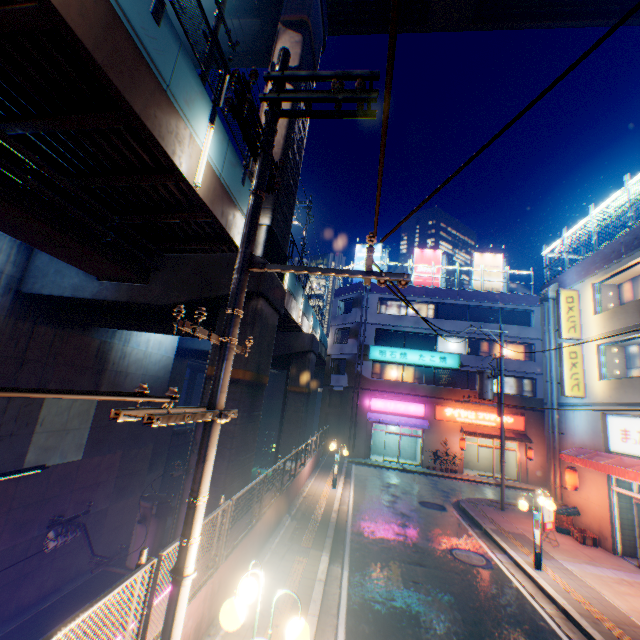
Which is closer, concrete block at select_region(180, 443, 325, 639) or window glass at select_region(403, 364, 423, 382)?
concrete block at select_region(180, 443, 325, 639)

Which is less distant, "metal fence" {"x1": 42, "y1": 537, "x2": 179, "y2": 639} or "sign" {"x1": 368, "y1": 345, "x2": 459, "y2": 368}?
"metal fence" {"x1": 42, "y1": 537, "x2": 179, "y2": 639}

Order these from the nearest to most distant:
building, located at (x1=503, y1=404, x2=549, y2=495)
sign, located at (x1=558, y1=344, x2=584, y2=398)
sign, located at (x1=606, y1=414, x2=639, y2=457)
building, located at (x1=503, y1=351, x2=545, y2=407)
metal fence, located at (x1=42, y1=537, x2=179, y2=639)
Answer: metal fence, located at (x1=42, y1=537, x2=179, y2=639)
sign, located at (x1=606, y1=414, x2=639, y2=457)
sign, located at (x1=558, y1=344, x2=584, y2=398)
building, located at (x1=503, y1=404, x2=549, y2=495)
building, located at (x1=503, y1=351, x2=545, y2=407)

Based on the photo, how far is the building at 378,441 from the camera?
29.95m

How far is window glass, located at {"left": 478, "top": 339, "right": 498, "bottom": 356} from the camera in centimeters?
2850cm

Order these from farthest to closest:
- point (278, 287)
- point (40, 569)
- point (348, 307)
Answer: point (348, 307)
point (40, 569)
point (278, 287)

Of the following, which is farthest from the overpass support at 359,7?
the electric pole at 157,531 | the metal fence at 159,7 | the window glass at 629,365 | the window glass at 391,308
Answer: the window glass at 629,365

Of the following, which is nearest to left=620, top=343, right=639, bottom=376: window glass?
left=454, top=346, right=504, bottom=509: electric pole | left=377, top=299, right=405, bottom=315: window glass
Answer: left=454, top=346, right=504, bottom=509: electric pole
